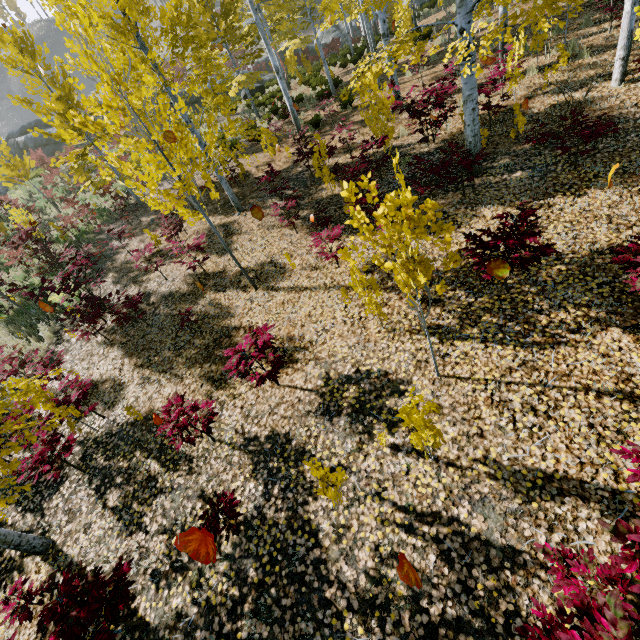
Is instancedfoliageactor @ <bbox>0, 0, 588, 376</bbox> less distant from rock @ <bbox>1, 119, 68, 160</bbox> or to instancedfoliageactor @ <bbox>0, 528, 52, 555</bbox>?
instancedfoliageactor @ <bbox>0, 528, 52, 555</bbox>

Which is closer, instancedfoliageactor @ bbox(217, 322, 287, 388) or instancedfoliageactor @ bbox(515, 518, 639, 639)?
instancedfoliageactor @ bbox(515, 518, 639, 639)

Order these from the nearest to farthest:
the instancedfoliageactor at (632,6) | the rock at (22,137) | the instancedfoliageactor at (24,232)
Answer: the instancedfoliageactor at (632,6), the instancedfoliageactor at (24,232), the rock at (22,137)

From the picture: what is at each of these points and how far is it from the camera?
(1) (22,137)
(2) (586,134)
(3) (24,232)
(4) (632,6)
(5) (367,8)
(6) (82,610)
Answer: (1) rock, 27.50m
(2) instancedfoliageactor, 5.65m
(3) instancedfoliageactor, 11.47m
(4) instancedfoliageactor, 6.59m
(5) instancedfoliageactor, 16.23m
(6) instancedfoliageactor, 3.17m

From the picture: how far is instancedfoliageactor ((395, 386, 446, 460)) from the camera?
2.9 meters

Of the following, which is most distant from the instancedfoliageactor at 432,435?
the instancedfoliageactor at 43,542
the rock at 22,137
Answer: the rock at 22,137

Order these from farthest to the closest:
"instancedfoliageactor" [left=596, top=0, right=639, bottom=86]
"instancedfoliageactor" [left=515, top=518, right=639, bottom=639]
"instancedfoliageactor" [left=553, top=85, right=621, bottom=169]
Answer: "instancedfoliageactor" [left=596, top=0, right=639, bottom=86]
"instancedfoliageactor" [left=553, top=85, right=621, bottom=169]
"instancedfoliageactor" [left=515, top=518, right=639, bottom=639]
